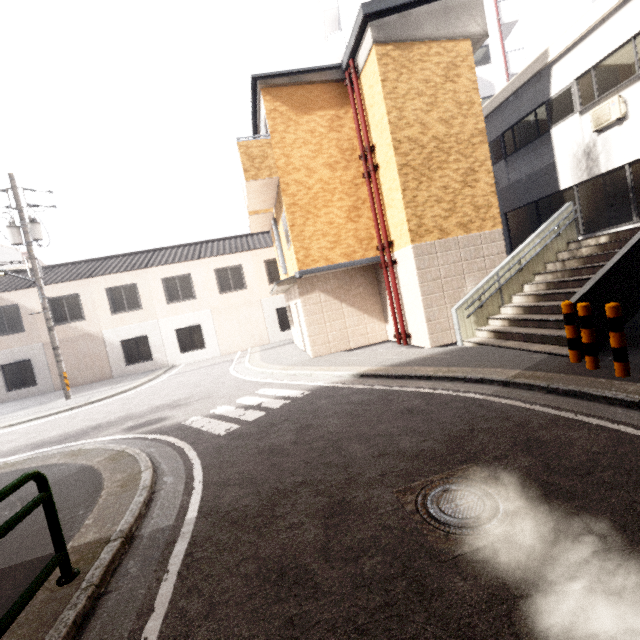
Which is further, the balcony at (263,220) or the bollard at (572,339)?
the balcony at (263,220)

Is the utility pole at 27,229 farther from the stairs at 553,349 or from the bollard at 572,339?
the bollard at 572,339

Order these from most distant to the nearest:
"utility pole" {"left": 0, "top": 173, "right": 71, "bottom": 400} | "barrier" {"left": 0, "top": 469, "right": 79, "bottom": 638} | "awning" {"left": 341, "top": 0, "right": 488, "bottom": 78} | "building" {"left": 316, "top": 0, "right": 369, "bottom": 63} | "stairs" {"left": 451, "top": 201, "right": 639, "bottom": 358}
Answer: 1. "building" {"left": 316, "top": 0, "right": 369, "bottom": 63}
2. "utility pole" {"left": 0, "top": 173, "right": 71, "bottom": 400}
3. "awning" {"left": 341, "top": 0, "right": 488, "bottom": 78}
4. "stairs" {"left": 451, "top": 201, "right": 639, "bottom": 358}
5. "barrier" {"left": 0, "top": 469, "right": 79, "bottom": 638}

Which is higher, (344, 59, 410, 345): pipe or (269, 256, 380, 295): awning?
(344, 59, 410, 345): pipe

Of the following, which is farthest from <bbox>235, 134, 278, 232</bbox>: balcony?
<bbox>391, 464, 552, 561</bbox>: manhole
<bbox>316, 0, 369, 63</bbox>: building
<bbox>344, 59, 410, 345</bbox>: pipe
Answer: <bbox>316, 0, 369, 63</bbox>: building

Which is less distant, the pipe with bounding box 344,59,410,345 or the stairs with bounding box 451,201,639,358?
the stairs with bounding box 451,201,639,358

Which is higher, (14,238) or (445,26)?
(445,26)

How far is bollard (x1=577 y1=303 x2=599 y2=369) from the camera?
5.1 meters
